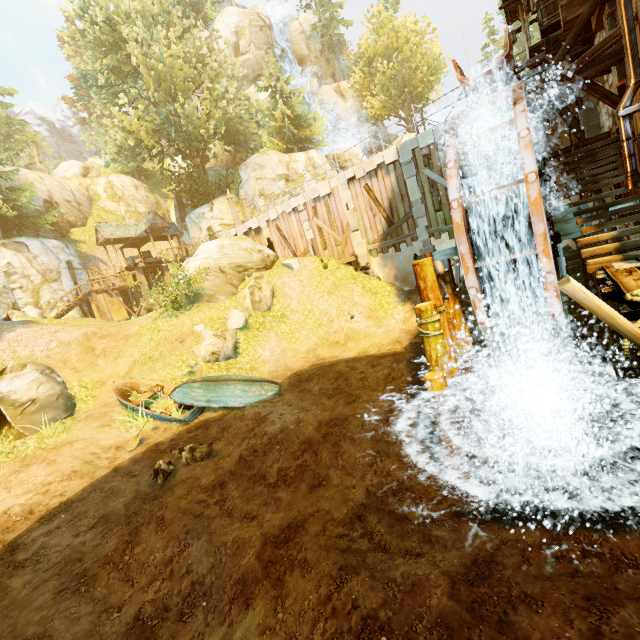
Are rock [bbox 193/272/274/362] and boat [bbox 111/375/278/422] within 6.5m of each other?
yes

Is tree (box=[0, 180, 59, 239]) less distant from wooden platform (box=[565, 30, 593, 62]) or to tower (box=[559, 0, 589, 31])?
tower (box=[559, 0, 589, 31])

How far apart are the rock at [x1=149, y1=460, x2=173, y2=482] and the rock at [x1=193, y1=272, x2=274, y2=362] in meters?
7.1 m

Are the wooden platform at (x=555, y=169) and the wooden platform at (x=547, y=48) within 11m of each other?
yes

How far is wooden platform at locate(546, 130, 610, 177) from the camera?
8.3m

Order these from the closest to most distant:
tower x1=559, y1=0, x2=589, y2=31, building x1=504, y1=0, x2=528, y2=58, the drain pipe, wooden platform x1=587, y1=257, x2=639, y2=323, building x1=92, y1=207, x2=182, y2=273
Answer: wooden platform x1=587, y1=257, x2=639, y2=323, the drain pipe, tower x1=559, y1=0, x2=589, y2=31, building x1=504, y1=0, x2=528, y2=58, building x1=92, y1=207, x2=182, y2=273

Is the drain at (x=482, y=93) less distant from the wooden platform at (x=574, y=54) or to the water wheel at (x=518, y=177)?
the water wheel at (x=518, y=177)

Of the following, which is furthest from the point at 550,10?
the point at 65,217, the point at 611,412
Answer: the point at 65,217
